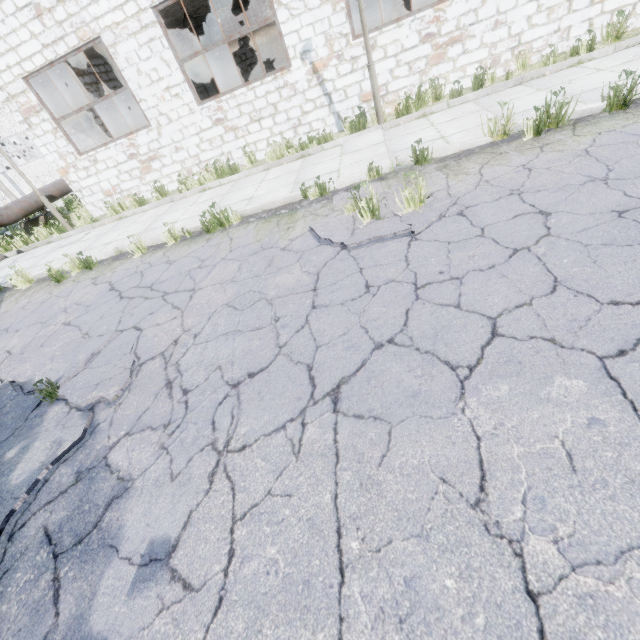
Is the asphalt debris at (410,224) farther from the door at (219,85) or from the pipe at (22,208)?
the door at (219,85)

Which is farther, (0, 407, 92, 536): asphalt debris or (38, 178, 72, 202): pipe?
(38, 178, 72, 202): pipe

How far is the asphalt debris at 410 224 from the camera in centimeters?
373cm

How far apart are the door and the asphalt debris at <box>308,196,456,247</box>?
14.68m

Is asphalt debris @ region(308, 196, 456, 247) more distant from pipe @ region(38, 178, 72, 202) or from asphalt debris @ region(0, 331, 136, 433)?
pipe @ region(38, 178, 72, 202)

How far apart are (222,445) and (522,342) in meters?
2.2 m

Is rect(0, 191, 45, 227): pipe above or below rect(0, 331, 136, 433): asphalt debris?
above

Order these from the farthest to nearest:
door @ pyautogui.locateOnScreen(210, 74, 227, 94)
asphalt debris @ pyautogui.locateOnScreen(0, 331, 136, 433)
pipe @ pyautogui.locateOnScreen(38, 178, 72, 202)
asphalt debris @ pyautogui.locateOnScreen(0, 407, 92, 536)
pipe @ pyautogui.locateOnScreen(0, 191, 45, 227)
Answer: door @ pyautogui.locateOnScreen(210, 74, 227, 94) → pipe @ pyautogui.locateOnScreen(38, 178, 72, 202) → pipe @ pyautogui.locateOnScreen(0, 191, 45, 227) → asphalt debris @ pyautogui.locateOnScreen(0, 331, 136, 433) → asphalt debris @ pyautogui.locateOnScreen(0, 407, 92, 536)
